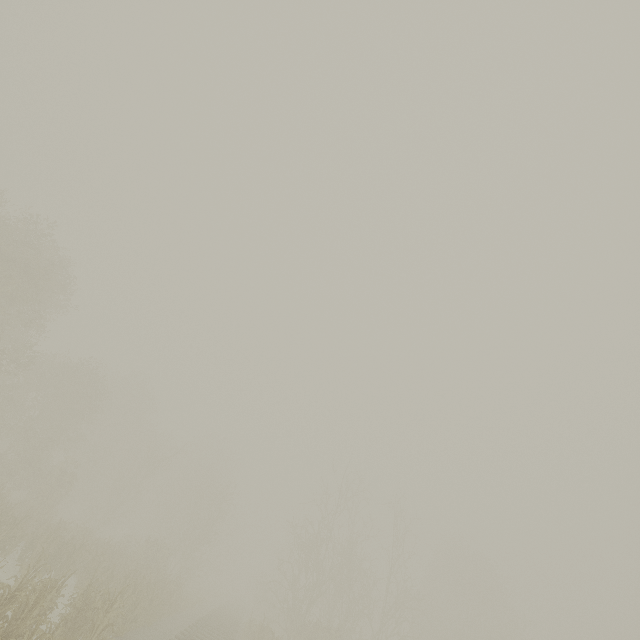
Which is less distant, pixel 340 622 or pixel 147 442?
pixel 340 622
